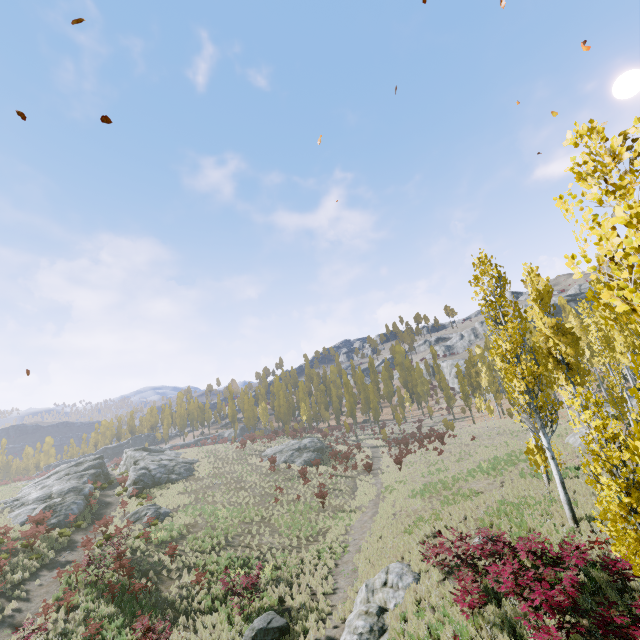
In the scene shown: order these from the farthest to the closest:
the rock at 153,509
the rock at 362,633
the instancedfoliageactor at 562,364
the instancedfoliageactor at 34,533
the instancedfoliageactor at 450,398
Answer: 1. the instancedfoliageactor at 450,398
2. the rock at 153,509
3. the instancedfoliageactor at 34,533
4. the rock at 362,633
5. the instancedfoliageactor at 562,364

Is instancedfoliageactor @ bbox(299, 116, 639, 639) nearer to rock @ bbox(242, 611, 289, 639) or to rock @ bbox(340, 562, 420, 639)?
rock @ bbox(340, 562, 420, 639)

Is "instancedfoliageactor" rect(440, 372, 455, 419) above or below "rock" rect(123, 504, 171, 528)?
above

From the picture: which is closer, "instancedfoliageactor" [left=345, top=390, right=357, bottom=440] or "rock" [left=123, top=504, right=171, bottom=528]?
"rock" [left=123, top=504, right=171, bottom=528]

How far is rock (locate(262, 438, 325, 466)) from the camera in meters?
41.5 m

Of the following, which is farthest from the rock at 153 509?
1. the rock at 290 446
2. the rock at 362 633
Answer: the rock at 362 633

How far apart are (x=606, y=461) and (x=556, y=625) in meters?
6.3

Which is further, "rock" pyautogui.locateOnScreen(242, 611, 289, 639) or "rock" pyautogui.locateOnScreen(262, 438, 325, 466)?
"rock" pyautogui.locateOnScreen(262, 438, 325, 466)
